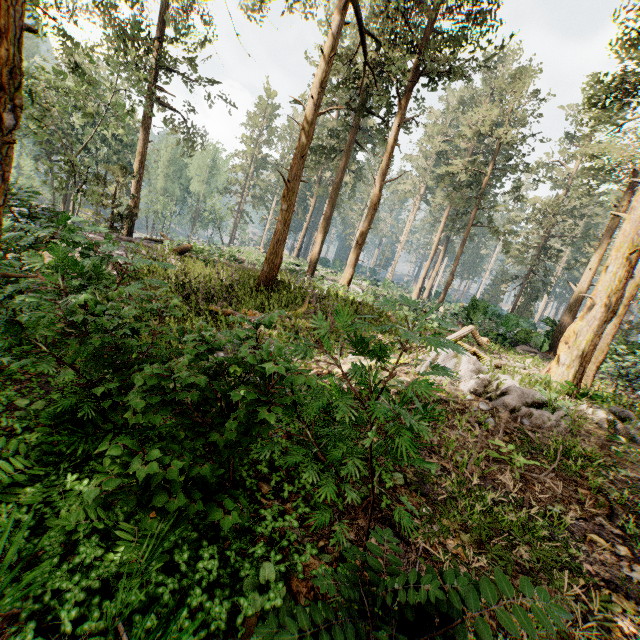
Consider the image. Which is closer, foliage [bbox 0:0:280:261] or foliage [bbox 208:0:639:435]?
foliage [bbox 0:0:280:261]

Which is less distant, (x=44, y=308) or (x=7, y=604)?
(x=7, y=604)

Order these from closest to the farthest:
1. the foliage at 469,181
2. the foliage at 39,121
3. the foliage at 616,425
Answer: the foliage at 39,121, the foliage at 616,425, the foliage at 469,181

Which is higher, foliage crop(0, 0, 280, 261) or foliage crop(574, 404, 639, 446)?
foliage crop(0, 0, 280, 261)

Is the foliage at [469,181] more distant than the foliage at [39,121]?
Yes

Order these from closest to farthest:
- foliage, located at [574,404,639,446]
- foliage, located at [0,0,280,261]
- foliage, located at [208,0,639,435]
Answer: foliage, located at [0,0,280,261], foliage, located at [574,404,639,446], foliage, located at [208,0,639,435]
